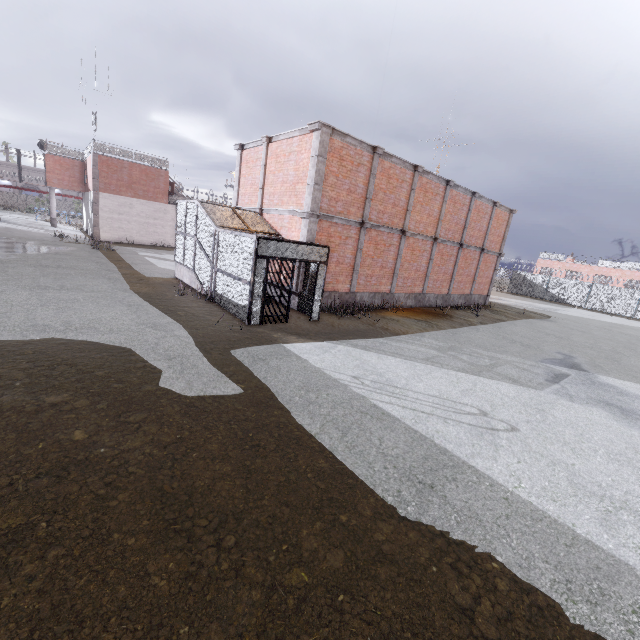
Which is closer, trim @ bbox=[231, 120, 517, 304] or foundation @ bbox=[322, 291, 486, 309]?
trim @ bbox=[231, 120, 517, 304]

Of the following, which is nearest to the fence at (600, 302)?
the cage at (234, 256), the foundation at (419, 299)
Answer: the cage at (234, 256)

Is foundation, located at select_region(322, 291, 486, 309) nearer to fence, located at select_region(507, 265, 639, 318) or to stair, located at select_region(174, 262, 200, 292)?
stair, located at select_region(174, 262, 200, 292)

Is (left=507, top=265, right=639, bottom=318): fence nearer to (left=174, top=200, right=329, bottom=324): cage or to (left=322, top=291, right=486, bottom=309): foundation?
(left=174, top=200, right=329, bottom=324): cage

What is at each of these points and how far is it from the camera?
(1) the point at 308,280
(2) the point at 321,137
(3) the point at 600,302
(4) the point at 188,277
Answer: (1) cage, 12.9 meters
(2) trim, 11.8 meters
(3) fence, 34.1 meters
(4) stair, 15.1 meters

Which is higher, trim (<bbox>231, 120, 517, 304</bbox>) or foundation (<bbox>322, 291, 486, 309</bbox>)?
trim (<bbox>231, 120, 517, 304</bbox>)

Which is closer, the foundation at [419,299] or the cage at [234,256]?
the cage at [234,256]

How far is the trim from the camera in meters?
12.2
